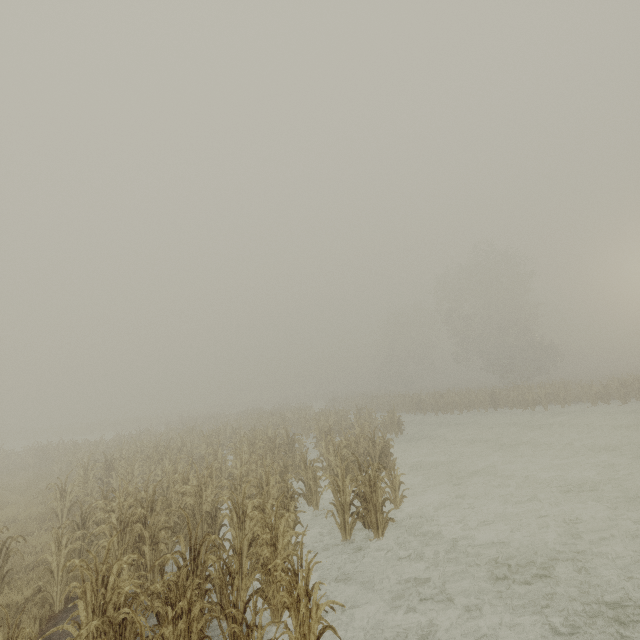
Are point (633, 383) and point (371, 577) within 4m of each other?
no
